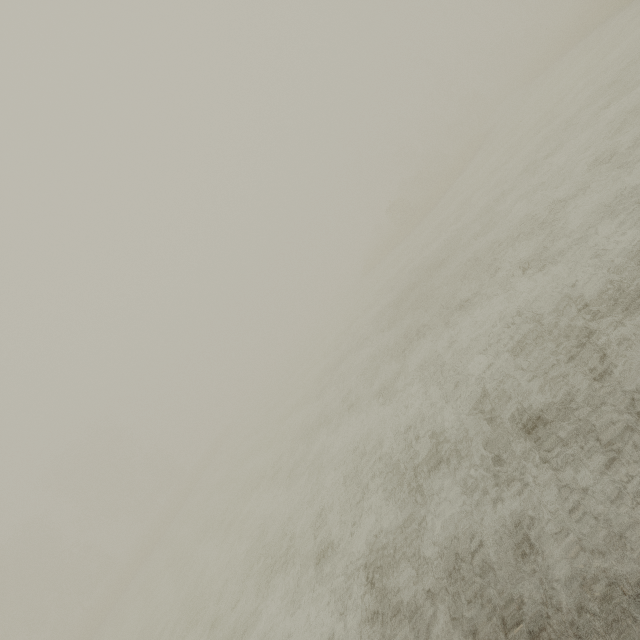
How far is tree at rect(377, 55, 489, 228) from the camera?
32.44m

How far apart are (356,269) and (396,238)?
20.5m

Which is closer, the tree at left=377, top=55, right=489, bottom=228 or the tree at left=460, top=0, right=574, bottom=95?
the tree at left=377, top=55, right=489, bottom=228

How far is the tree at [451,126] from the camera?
32.4 meters

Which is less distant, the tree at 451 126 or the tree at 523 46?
the tree at 451 126
